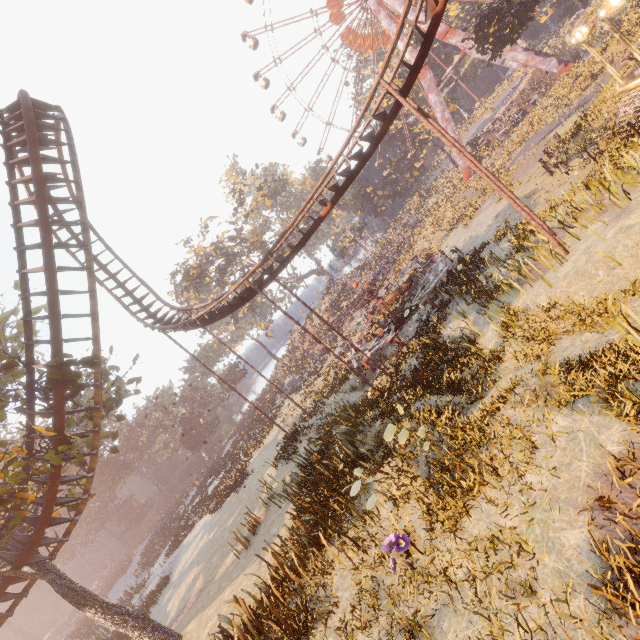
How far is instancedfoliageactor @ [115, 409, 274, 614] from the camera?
26.88m

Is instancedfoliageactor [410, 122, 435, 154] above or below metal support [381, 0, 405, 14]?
below

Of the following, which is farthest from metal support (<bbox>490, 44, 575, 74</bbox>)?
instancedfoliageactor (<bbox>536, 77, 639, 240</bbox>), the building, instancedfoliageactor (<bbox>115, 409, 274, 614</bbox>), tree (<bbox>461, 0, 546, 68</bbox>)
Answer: instancedfoliageactor (<bbox>115, 409, 274, 614</bbox>)

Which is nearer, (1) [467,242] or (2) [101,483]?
(1) [467,242]

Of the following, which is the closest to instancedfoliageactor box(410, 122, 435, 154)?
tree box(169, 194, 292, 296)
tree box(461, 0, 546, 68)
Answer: tree box(461, 0, 546, 68)

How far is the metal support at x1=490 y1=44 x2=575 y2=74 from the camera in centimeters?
3800cm

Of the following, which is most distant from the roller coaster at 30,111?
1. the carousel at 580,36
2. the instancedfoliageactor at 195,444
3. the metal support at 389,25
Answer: the metal support at 389,25

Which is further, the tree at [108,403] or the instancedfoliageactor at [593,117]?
→ the tree at [108,403]
